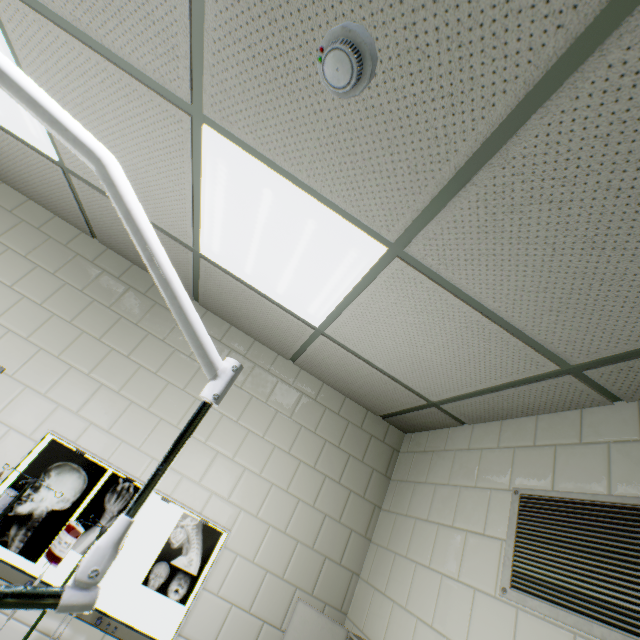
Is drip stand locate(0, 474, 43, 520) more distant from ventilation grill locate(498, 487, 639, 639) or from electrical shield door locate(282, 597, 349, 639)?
ventilation grill locate(498, 487, 639, 639)

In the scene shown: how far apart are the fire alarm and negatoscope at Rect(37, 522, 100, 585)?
2.5 meters

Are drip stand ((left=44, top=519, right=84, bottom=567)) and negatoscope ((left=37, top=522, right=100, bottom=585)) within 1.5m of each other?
yes

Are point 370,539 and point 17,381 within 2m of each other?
no

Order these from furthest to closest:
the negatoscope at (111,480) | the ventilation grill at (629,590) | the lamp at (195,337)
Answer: the negatoscope at (111,480), the ventilation grill at (629,590), the lamp at (195,337)

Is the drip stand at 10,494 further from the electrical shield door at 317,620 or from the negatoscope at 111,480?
the electrical shield door at 317,620

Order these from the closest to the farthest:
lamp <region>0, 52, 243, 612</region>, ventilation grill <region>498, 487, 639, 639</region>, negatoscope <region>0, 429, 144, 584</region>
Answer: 1. lamp <region>0, 52, 243, 612</region>
2. ventilation grill <region>498, 487, 639, 639</region>
3. negatoscope <region>0, 429, 144, 584</region>

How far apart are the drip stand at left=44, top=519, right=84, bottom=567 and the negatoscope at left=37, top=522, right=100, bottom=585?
0.4 meters
